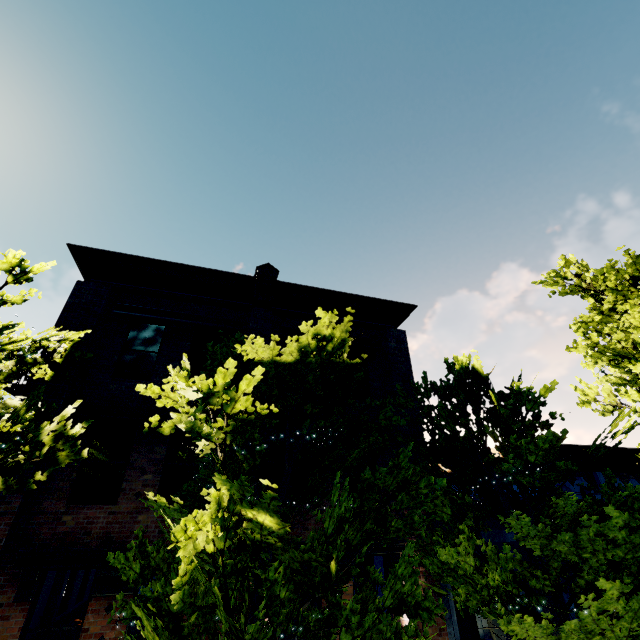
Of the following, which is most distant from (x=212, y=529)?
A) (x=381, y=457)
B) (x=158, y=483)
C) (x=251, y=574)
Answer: (x=381, y=457)

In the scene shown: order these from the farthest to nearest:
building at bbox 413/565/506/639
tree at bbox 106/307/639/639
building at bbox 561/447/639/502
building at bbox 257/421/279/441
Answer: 1. building at bbox 561/447/639/502
2. building at bbox 257/421/279/441
3. building at bbox 413/565/506/639
4. tree at bbox 106/307/639/639

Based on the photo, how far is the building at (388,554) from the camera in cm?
829

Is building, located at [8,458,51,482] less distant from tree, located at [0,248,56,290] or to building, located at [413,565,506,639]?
tree, located at [0,248,56,290]

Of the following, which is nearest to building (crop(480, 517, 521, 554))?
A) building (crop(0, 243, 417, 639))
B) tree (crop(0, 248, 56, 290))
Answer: tree (crop(0, 248, 56, 290))

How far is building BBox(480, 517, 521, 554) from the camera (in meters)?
9.69

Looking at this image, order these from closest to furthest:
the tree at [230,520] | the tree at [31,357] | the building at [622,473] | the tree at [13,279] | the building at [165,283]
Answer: the tree at [230,520] → the tree at [13,279] → the tree at [31,357] → the building at [165,283] → the building at [622,473]
